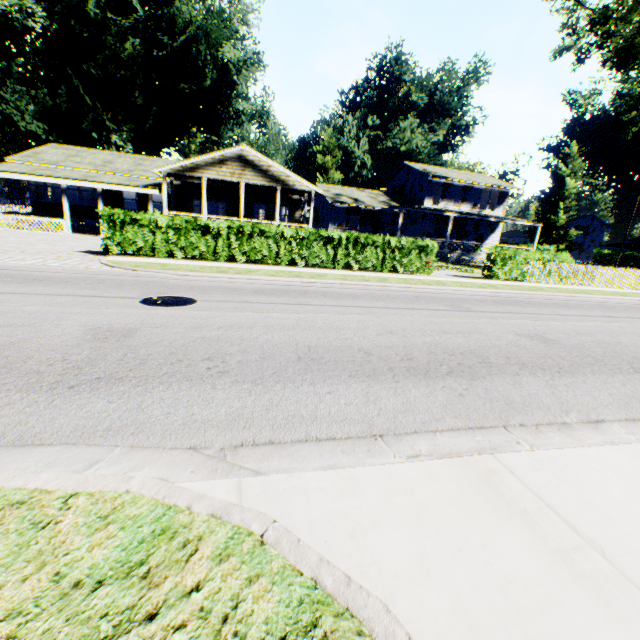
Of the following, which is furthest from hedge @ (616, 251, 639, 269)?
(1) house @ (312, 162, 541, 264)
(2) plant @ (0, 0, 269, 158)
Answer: (1) house @ (312, 162, 541, 264)

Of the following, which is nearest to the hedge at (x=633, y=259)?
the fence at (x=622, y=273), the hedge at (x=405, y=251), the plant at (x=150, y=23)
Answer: the plant at (x=150, y=23)

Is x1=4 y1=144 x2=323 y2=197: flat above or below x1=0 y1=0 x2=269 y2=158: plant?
below

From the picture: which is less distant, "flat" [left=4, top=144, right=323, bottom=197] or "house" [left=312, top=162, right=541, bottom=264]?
"flat" [left=4, top=144, right=323, bottom=197]

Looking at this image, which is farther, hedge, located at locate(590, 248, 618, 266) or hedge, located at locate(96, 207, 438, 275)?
hedge, located at locate(590, 248, 618, 266)

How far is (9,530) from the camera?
1.7m

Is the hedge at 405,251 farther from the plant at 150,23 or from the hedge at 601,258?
the hedge at 601,258

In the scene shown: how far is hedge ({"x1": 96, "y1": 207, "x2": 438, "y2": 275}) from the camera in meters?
12.7 m
